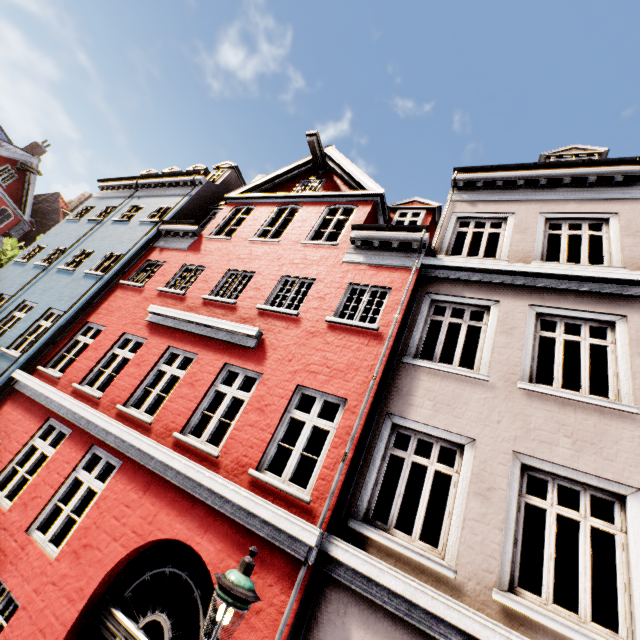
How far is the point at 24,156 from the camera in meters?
21.2

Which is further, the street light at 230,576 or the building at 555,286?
the building at 555,286

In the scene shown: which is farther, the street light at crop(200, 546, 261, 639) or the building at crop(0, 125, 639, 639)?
the building at crop(0, 125, 639, 639)
